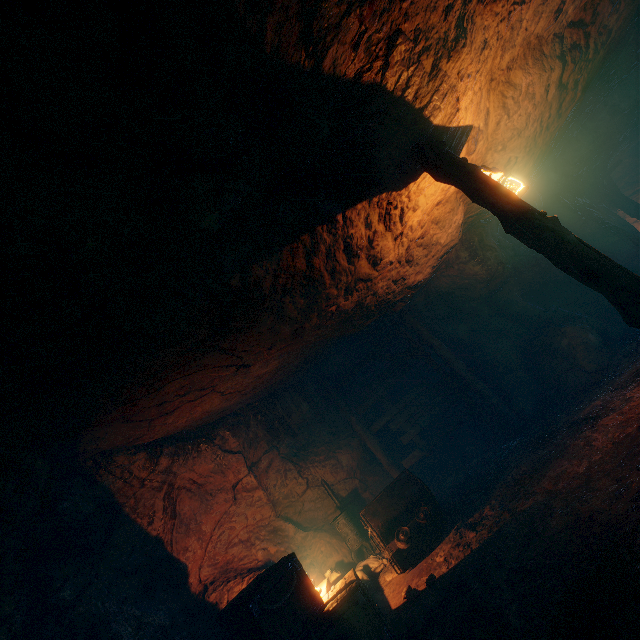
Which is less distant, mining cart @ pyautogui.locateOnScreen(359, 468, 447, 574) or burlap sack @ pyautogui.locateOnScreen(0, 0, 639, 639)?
burlap sack @ pyautogui.locateOnScreen(0, 0, 639, 639)

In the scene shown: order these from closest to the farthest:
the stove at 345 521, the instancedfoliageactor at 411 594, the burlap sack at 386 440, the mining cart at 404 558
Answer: the instancedfoliageactor at 411 594
the mining cart at 404 558
the stove at 345 521
the burlap sack at 386 440

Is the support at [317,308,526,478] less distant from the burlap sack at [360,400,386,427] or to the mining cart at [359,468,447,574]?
the burlap sack at [360,400,386,427]

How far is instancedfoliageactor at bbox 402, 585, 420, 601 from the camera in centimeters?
520cm

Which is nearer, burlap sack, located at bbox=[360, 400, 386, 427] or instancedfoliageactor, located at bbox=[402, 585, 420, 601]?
instancedfoliageactor, located at bbox=[402, 585, 420, 601]

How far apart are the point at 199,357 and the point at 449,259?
7.7m

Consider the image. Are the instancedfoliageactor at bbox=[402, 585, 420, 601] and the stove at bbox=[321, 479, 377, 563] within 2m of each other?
no

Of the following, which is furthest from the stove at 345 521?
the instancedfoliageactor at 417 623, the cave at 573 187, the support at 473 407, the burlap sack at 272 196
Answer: the cave at 573 187
